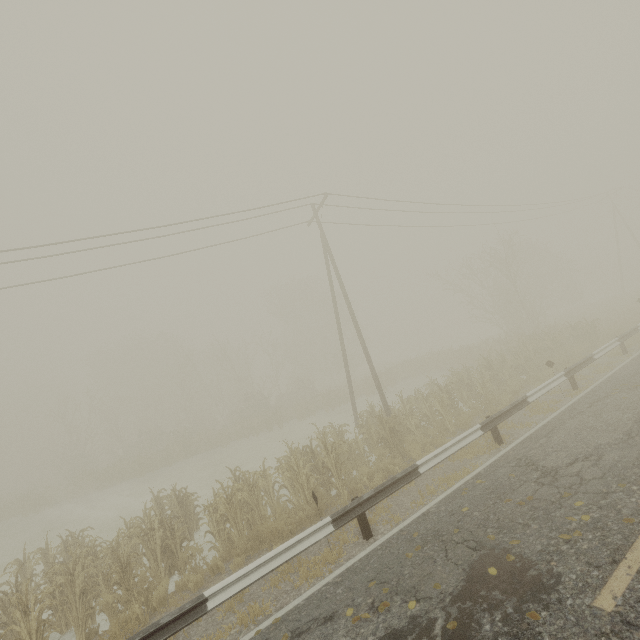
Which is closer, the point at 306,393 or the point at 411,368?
the point at 411,368
